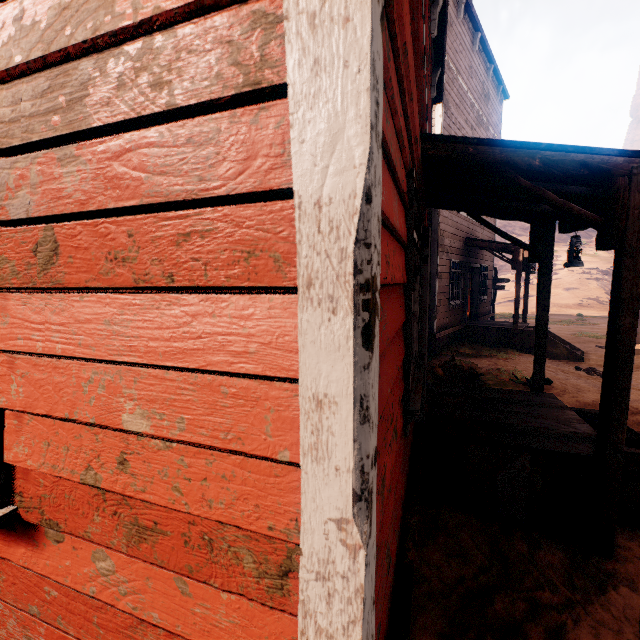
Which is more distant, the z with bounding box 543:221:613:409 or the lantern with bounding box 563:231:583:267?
the z with bounding box 543:221:613:409

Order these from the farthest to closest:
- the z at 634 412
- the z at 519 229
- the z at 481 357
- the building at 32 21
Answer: the z at 519 229
the z at 481 357
the z at 634 412
the building at 32 21

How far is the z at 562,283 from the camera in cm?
724

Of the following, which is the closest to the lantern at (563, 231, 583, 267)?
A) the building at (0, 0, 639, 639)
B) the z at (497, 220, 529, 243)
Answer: the building at (0, 0, 639, 639)

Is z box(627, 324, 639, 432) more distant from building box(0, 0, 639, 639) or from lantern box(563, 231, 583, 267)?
lantern box(563, 231, 583, 267)

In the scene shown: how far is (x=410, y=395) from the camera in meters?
2.2 m
